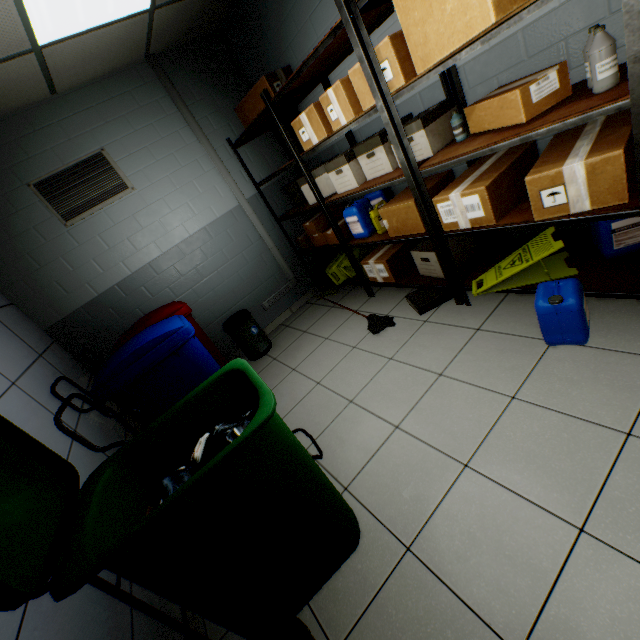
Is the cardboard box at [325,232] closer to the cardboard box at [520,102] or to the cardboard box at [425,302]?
the cardboard box at [425,302]

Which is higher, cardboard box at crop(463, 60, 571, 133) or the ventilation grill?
the ventilation grill

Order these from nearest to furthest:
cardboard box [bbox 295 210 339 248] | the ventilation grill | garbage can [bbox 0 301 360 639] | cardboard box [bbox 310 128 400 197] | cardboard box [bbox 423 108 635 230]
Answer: garbage can [bbox 0 301 360 639] < cardboard box [bbox 423 108 635 230] < cardboard box [bbox 310 128 400 197] < the ventilation grill < cardboard box [bbox 295 210 339 248]

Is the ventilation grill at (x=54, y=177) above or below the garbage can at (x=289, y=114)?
above

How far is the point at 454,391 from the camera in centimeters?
209cm

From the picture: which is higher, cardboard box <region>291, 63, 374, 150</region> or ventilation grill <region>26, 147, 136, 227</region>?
ventilation grill <region>26, 147, 136, 227</region>

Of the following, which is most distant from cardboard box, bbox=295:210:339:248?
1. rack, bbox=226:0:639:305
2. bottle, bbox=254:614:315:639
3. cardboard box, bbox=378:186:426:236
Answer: bottle, bbox=254:614:315:639

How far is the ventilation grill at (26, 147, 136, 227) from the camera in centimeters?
313cm
